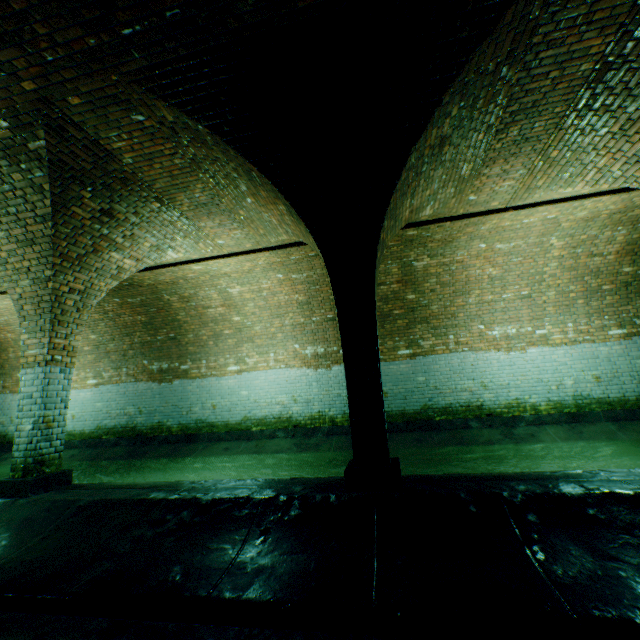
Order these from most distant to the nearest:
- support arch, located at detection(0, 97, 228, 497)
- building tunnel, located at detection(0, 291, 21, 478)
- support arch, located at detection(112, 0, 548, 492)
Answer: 1. building tunnel, located at detection(0, 291, 21, 478)
2. support arch, located at detection(0, 97, 228, 497)
3. support arch, located at detection(112, 0, 548, 492)

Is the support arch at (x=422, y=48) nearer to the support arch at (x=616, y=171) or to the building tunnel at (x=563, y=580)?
the building tunnel at (x=563, y=580)

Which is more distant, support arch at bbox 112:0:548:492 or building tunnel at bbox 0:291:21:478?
building tunnel at bbox 0:291:21:478

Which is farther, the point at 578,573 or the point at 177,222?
the point at 177,222

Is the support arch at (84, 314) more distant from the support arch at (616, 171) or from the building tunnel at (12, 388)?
→ the support arch at (616, 171)

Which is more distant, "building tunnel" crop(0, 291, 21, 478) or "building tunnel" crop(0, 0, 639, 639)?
"building tunnel" crop(0, 291, 21, 478)

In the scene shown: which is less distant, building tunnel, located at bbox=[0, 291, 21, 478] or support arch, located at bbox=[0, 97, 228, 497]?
support arch, located at bbox=[0, 97, 228, 497]

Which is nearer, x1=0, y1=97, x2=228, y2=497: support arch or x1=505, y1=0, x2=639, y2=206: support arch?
x1=505, y1=0, x2=639, y2=206: support arch
